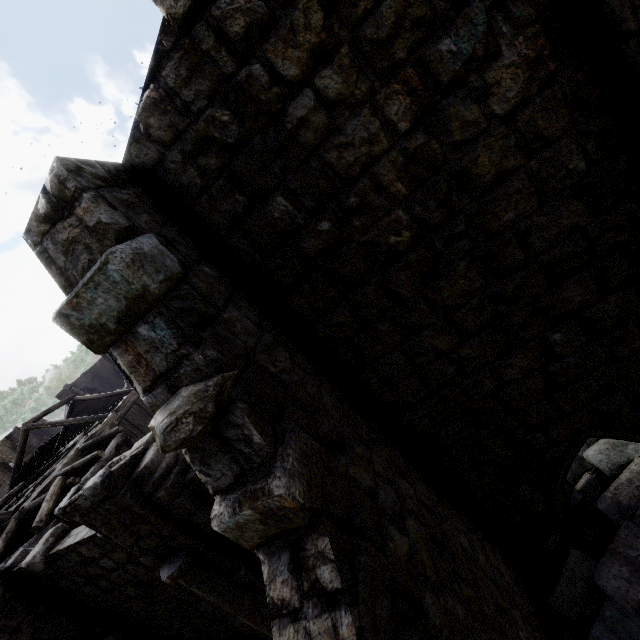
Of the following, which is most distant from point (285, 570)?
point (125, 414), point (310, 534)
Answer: point (125, 414)

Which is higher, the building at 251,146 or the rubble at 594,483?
the building at 251,146

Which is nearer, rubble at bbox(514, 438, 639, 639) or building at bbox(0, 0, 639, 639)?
building at bbox(0, 0, 639, 639)

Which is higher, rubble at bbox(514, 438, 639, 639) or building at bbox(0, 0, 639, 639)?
building at bbox(0, 0, 639, 639)

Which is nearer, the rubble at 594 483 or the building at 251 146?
the building at 251 146
